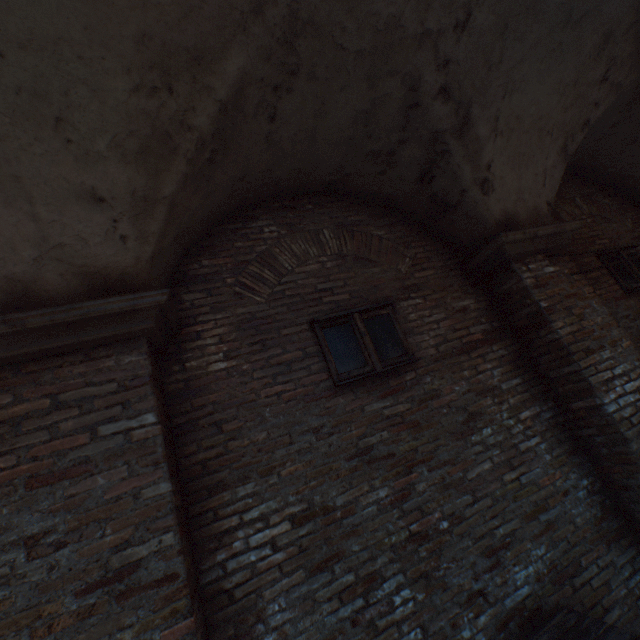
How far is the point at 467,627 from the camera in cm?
260

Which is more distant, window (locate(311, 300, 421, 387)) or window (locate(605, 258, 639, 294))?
window (locate(605, 258, 639, 294))

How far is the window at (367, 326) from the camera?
3.3 meters

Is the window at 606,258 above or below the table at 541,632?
A: above

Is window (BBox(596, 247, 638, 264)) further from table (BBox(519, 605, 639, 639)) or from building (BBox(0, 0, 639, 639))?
building (BBox(0, 0, 639, 639))

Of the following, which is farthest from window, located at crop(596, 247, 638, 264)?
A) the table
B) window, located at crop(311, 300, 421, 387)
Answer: Answer: the table

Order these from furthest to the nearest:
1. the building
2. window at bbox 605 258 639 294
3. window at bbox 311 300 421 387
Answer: window at bbox 605 258 639 294
window at bbox 311 300 421 387
the building

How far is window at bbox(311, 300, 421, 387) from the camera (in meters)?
3.28
